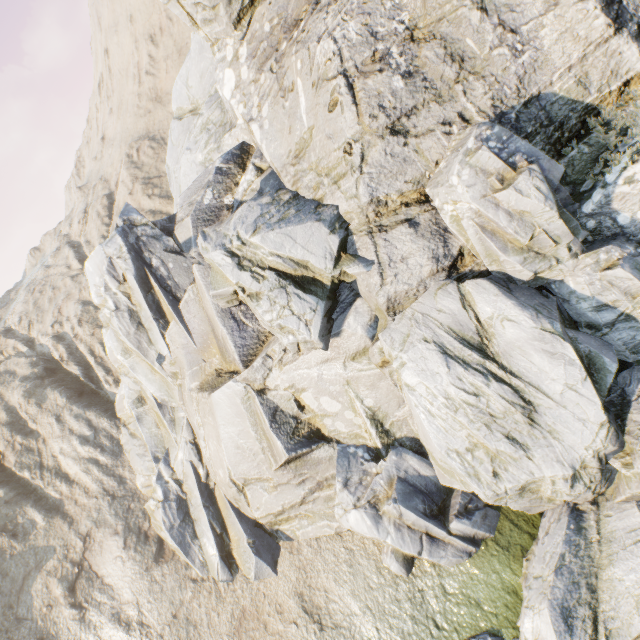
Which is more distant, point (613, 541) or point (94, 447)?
point (94, 447)
